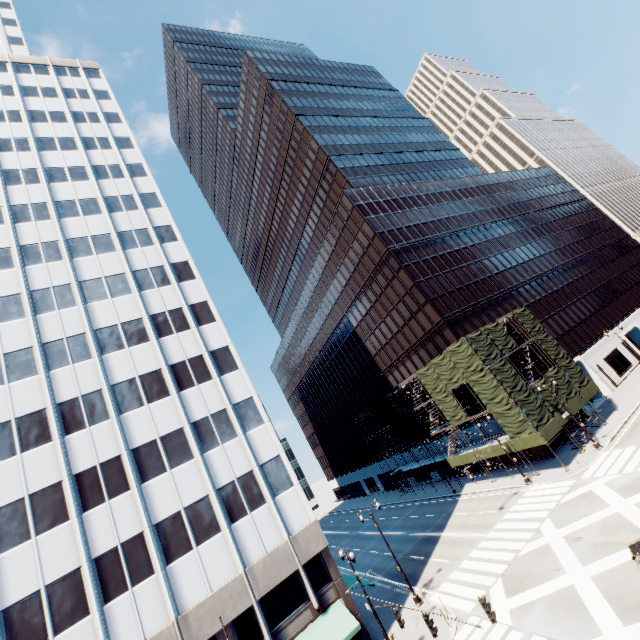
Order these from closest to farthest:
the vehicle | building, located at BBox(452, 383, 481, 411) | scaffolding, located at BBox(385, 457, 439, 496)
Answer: the vehicle
building, located at BBox(452, 383, 481, 411)
scaffolding, located at BBox(385, 457, 439, 496)

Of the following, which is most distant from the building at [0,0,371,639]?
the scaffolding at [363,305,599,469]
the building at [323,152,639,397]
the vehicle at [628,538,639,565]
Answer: the building at [323,152,639,397]

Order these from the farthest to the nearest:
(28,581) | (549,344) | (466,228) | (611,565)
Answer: (466,228) → (549,344) → (28,581) → (611,565)

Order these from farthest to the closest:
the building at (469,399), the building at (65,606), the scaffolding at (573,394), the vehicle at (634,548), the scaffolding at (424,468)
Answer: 1. the scaffolding at (424,468)
2. the building at (469,399)
3. the scaffolding at (573,394)
4. the building at (65,606)
5. the vehicle at (634,548)

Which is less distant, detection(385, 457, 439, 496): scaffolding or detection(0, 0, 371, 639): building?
detection(0, 0, 371, 639): building

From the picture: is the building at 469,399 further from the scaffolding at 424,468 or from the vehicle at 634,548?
the vehicle at 634,548

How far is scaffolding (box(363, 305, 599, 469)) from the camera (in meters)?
33.97
